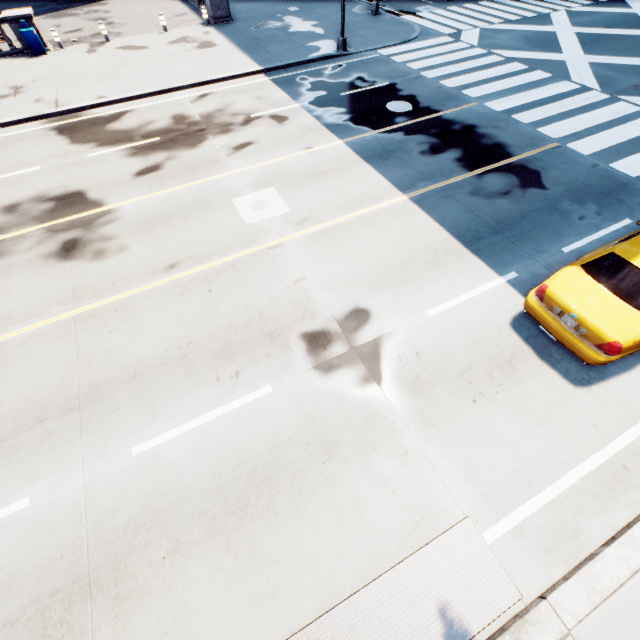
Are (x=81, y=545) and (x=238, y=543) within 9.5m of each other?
yes

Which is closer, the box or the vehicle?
the vehicle

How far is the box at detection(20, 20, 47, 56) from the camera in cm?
1717

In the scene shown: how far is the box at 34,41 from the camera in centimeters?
1717cm

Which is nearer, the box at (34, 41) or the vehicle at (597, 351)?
the vehicle at (597, 351)
